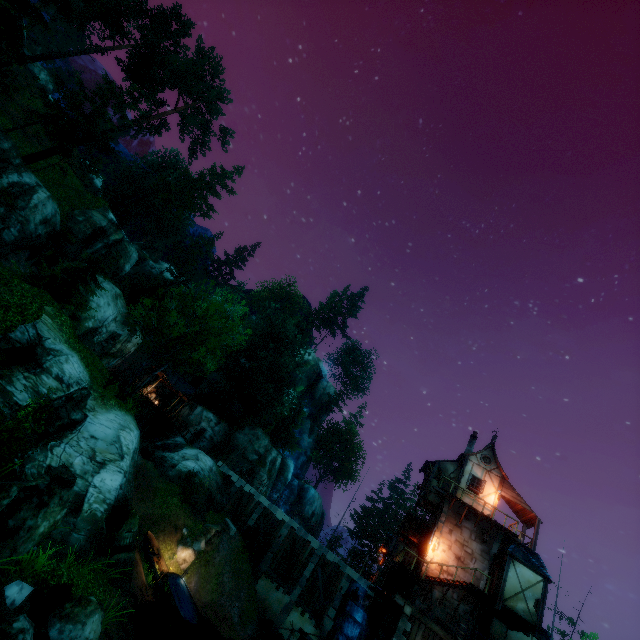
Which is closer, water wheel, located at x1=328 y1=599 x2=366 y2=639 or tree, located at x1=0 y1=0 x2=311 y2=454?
water wheel, located at x1=328 y1=599 x2=366 y2=639

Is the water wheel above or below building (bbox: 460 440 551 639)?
below

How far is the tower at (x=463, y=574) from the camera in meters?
21.3

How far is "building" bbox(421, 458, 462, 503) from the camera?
25.48m

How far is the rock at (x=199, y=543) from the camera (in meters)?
22.06

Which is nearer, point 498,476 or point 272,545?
point 498,476

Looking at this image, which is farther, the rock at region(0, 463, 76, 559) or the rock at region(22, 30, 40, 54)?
the rock at region(22, 30, 40, 54)

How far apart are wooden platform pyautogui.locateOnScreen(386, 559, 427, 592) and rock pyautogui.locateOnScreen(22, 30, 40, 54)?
72.6 meters
